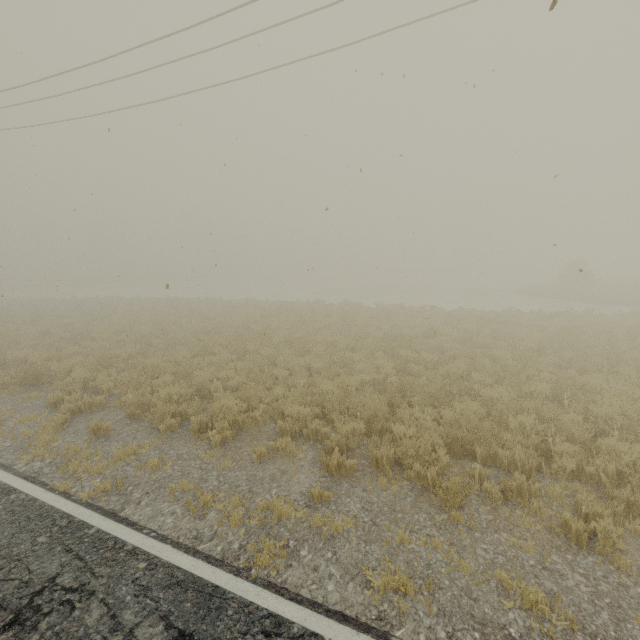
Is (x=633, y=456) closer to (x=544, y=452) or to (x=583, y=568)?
(x=544, y=452)
